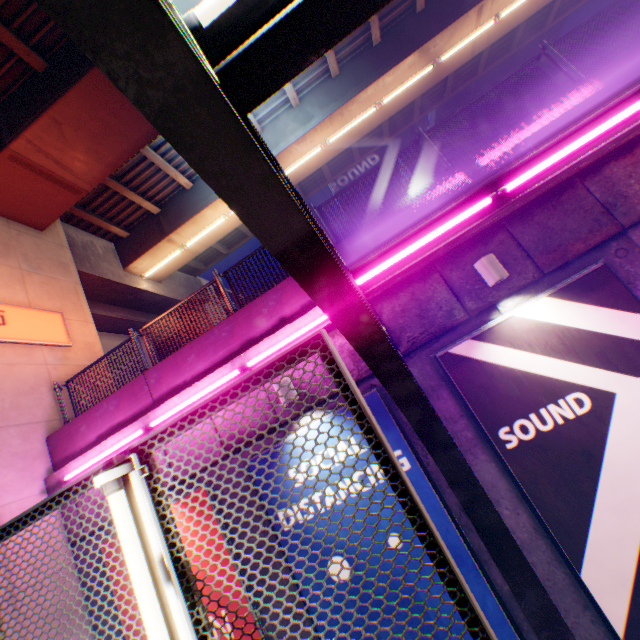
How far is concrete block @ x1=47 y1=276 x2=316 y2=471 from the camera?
6.0 meters

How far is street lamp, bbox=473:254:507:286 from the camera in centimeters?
459cm

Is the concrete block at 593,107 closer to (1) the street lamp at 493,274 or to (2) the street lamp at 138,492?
(1) the street lamp at 493,274

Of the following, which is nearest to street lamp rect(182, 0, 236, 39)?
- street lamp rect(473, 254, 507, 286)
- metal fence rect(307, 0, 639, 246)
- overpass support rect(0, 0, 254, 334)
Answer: metal fence rect(307, 0, 639, 246)

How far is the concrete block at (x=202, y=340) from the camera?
6.0 meters

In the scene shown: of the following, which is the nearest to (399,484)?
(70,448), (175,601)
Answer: (175,601)

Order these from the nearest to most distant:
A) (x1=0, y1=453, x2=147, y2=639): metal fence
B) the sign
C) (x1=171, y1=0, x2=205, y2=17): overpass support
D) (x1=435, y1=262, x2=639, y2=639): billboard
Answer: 1. (x1=0, y1=453, x2=147, y2=639): metal fence
2. (x1=435, y1=262, x2=639, y2=639): billboard
3. (x1=171, y1=0, x2=205, y2=17): overpass support
4. the sign

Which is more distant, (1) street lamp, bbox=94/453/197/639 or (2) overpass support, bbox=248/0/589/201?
(2) overpass support, bbox=248/0/589/201
